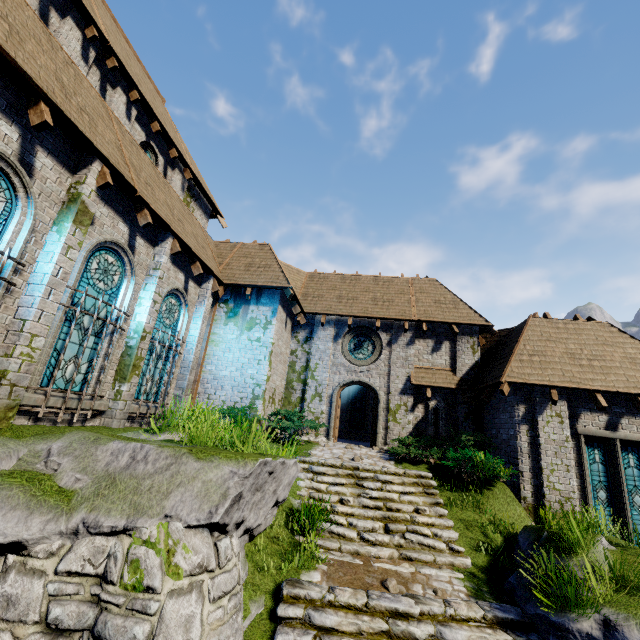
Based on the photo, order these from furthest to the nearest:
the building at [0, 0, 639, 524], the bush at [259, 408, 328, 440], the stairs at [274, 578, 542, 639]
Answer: the bush at [259, 408, 328, 440]
the building at [0, 0, 639, 524]
the stairs at [274, 578, 542, 639]

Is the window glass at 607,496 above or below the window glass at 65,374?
below

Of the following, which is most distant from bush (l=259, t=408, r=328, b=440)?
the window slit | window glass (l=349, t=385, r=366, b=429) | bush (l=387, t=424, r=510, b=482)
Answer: window glass (l=349, t=385, r=366, b=429)

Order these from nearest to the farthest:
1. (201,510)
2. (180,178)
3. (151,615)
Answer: (151,615), (201,510), (180,178)

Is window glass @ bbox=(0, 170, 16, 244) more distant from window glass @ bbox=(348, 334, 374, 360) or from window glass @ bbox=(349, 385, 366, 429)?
window glass @ bbox=(349, 385, 366, 429)

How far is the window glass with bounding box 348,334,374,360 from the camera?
15.5 meters

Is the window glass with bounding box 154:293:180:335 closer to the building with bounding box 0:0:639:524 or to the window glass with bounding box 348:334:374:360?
the building with bounding box 0:0:639:524

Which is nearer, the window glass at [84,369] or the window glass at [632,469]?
the window glass at [84,369]
